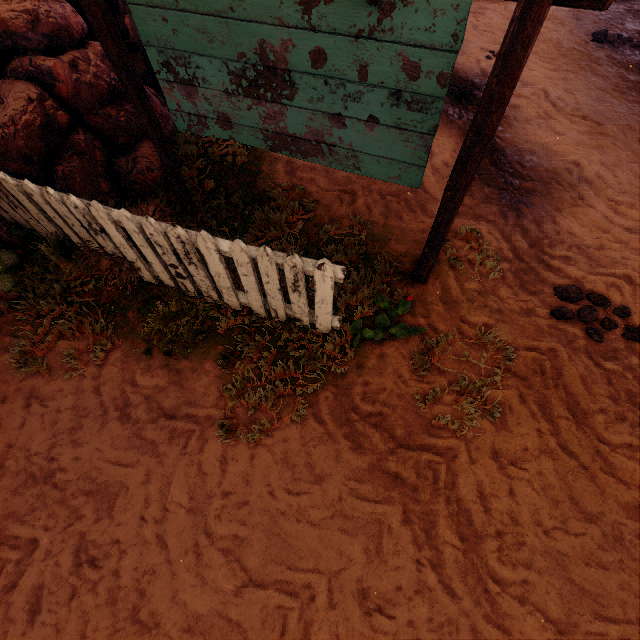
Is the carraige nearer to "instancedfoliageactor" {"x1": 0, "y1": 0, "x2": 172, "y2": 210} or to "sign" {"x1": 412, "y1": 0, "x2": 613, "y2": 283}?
"instancedfoliageactor" {"x1": 0, "y1": 0, "x2": 172, "y2": 210}

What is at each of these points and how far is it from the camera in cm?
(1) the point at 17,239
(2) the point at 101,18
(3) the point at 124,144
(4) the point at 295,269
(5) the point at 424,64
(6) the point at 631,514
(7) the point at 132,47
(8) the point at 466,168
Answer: (1) instancedfoliageactor, 362
(2) sign, 237
(3) instancedfoliageactor, 380
(4) fence, 235
(5) sign, 194
(6) z, 232
(7) carraige, 508
(8) sign, 222

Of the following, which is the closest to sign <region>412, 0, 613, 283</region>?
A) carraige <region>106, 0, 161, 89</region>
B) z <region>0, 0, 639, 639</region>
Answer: z <region>0, 0, 639, 639</region>

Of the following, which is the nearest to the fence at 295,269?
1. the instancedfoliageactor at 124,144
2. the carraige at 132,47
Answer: the instancedfoliageactor at 124,144

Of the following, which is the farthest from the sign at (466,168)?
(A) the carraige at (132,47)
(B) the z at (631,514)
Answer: (A) the carraige at (132,47)

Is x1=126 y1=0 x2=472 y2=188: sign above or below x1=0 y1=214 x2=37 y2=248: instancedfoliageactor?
above

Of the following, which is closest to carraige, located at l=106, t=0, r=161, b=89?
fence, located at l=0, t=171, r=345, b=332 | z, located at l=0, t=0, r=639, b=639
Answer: z, located at l=0, t=0, r=639, b=639

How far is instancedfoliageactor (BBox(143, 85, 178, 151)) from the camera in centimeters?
434cm
